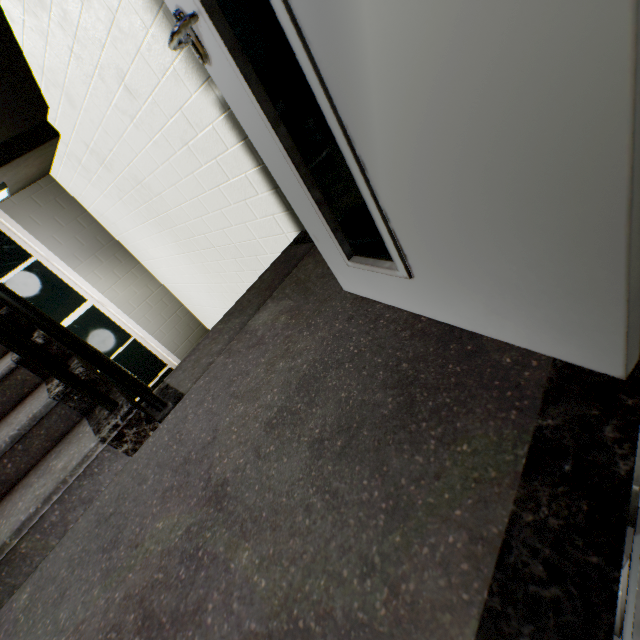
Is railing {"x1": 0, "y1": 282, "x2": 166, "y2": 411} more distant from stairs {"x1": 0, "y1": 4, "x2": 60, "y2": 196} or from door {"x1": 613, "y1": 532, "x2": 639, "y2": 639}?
door {"x1": 613, "y1": 532, "x2": 639, "y2": 639}

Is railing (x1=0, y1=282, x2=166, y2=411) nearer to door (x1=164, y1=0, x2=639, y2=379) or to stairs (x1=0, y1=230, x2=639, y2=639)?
stairs (x1=0, y1=230, x2=639, y2=639)

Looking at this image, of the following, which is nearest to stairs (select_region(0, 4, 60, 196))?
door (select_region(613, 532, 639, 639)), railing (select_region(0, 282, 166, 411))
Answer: railing (select_region(0, 282, 166, 411))

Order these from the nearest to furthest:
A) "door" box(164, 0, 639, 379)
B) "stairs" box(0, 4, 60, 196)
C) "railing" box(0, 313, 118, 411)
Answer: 1. "door" box(164, 0, 639, 379)
2. "railing" box(0, 313, 118, 411)
3. "stairs" box(0, 4, 60, 196)

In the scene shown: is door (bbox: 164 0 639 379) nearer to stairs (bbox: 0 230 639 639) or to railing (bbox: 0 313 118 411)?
stairs (bbox: 0 230 639 639)

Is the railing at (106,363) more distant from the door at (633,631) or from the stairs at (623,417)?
the door at (633,631)

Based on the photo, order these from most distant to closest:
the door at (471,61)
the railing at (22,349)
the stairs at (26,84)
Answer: Result: the stairs at (26,84) → the railing at (22,349) → the door at (471,61)

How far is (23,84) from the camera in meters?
2.7 m
